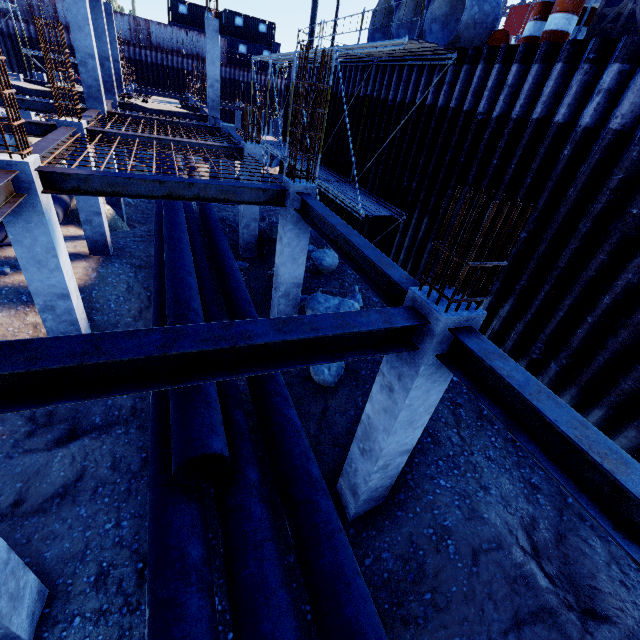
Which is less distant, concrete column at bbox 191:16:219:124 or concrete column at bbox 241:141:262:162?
concrete column at bbox 241:141:262:162

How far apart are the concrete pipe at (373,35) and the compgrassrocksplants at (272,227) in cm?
570

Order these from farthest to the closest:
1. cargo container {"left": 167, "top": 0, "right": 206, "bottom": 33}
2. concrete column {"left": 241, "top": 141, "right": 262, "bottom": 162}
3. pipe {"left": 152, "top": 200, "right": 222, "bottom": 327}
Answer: cargo container {"left": 167, "top": 0, "right": 206, "bottom": 33}, concrete column {"left": 241, "top": 141, "right": 262, "bottom": 162}, pipe {"left": 152, "top": 200, "right": 222, "bottom": 327}

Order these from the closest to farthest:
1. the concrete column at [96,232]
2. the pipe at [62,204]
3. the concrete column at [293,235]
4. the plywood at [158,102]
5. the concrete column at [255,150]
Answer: the concrete column at [293,235] < the concrete column at [96,232] < the concrete column at [255,150] < the pipe at [62,204] < the plywood at [158,102]

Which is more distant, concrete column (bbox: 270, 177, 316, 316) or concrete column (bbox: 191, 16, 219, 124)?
concrete column (bbox: 191, 16, 219, 124)

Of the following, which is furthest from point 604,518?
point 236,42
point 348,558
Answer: point 236,42

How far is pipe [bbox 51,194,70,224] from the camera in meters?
12.3

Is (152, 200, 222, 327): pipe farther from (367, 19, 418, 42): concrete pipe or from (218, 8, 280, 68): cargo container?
(218, 8, 280, 68): cargo container
